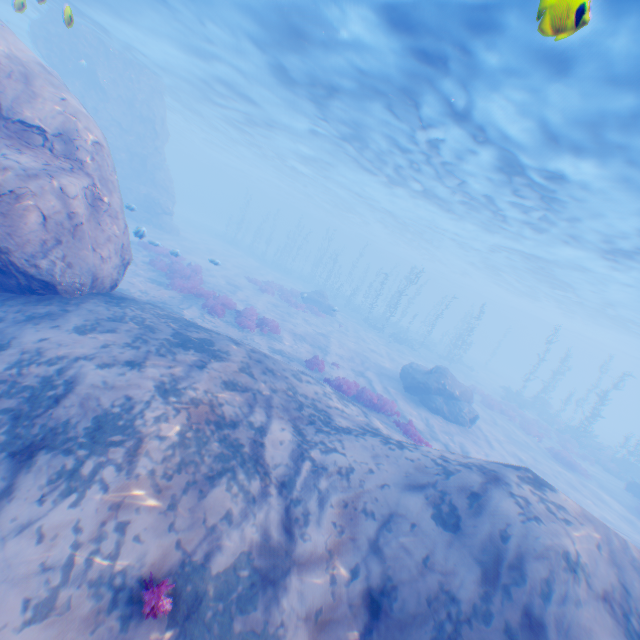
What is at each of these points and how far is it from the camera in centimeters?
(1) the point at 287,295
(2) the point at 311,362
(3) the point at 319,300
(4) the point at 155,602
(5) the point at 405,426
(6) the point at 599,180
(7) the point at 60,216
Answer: (1) instancedfoliageactor, 2773cm
(2) instancedfoliageactor, 1520cm
(3) rock, 2988cm
(4) instancedfoliageactor, 334cm
(5) instancedfoliageactor, 1220cm
(6) light, 1311cm
(7) rock, 748cm

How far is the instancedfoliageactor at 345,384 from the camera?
13.8 meters

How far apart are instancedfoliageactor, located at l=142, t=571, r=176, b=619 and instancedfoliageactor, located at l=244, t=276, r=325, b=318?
23.0m

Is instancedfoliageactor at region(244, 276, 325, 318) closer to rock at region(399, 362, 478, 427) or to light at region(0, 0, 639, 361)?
rock at region(399, 362, 478, 427)

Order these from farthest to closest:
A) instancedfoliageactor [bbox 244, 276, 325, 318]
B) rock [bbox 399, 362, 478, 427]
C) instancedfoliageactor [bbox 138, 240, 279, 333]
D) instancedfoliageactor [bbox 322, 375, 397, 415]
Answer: instancedfoliageactor [bbox 244, 276, 325, 318] < rock [bbox 399, 362, 478, 427] < instancedfoliageactor [bbox 138, 240, 279, 333] < instancedfoliageactor [bbox 322, 375, 397, 415]

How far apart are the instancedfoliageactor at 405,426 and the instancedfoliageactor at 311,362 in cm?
414

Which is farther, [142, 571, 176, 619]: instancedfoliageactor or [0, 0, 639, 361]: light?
[0, 0, 639, 361]: light

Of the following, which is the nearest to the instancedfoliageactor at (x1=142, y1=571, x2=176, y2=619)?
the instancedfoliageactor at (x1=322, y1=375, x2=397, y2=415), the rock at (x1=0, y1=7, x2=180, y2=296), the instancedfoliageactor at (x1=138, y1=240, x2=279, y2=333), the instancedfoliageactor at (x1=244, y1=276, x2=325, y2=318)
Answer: the rock at (x1=0, y1=7, x2=180, y2=296)
